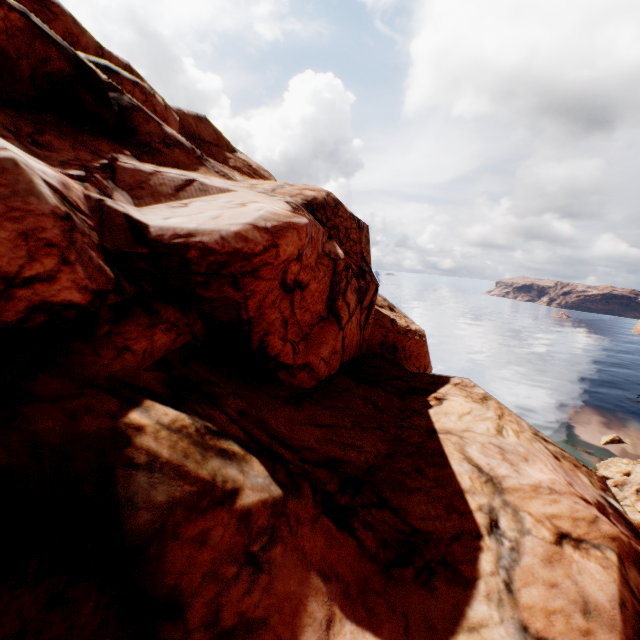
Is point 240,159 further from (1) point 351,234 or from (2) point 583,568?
(2) point 583,568
